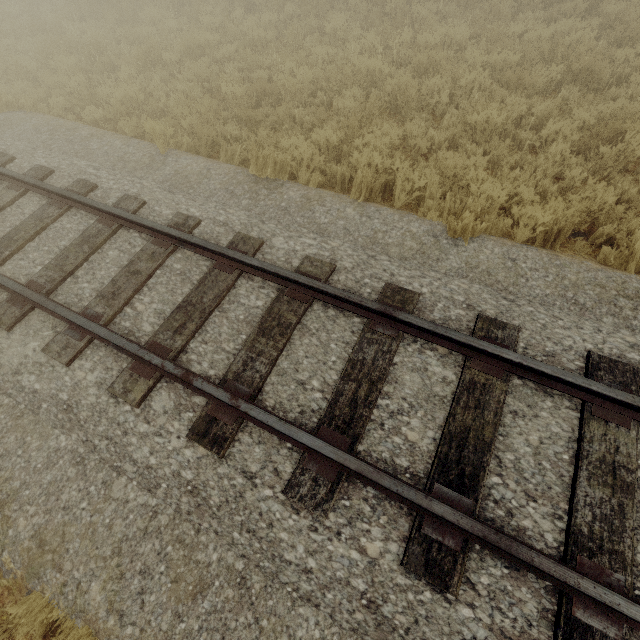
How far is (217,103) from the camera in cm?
710
